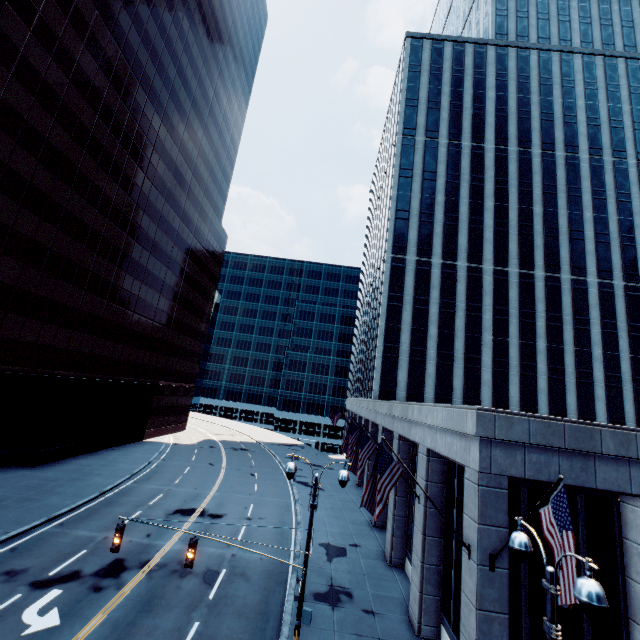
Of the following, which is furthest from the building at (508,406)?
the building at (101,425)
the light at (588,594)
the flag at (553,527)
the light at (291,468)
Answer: the building at (101,425)

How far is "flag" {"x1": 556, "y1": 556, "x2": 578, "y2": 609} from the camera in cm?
677

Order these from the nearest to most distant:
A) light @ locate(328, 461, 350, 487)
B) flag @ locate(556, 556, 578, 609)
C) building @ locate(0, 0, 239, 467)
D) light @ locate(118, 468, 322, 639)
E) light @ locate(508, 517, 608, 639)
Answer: light @ locate(508, 517, 608, 639) → flag @ locate(556, 556, 578, 609) → light @ locate(118, 468, 322, 639) → light @ locate(328, 461, 350, 487) → building @ locate(0, 0, 239, 467)

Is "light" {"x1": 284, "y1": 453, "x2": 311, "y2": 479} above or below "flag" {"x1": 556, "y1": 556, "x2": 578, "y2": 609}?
above

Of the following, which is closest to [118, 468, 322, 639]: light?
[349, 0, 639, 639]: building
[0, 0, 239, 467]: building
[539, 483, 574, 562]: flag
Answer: [349, 0, 639, 639]: building

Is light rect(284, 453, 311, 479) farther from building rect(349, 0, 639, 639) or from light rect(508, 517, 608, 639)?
light rect(508, 517, 608, 639)

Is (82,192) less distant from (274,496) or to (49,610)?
(49,610)

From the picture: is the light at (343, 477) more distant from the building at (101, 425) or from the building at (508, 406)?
the building at (101, 425)
